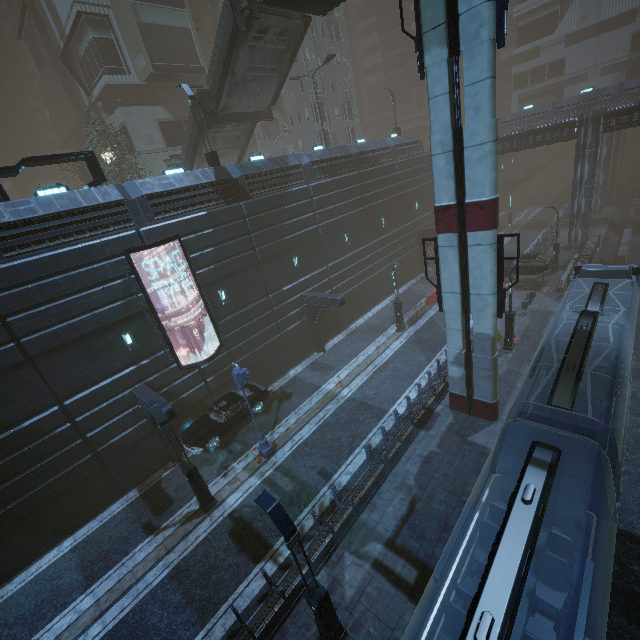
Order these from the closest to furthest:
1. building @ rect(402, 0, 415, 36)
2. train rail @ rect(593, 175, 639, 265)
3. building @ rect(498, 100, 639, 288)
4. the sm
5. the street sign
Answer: the sm → the street sign → building @ rect(498, 100, 639, 288) → train rail @ rect(593, 175, 639, 265) → building @ rect(402, 0, 415, 36)

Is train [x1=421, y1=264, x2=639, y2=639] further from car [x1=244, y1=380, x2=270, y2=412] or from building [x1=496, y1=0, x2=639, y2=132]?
car [x1=244, y1=380, x2=270, y2=412]

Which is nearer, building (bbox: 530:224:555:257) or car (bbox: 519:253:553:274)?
car (bbox: 519:253:553:274)

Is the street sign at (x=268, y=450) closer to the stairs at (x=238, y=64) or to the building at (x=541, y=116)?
the building at (x=541, y=116)

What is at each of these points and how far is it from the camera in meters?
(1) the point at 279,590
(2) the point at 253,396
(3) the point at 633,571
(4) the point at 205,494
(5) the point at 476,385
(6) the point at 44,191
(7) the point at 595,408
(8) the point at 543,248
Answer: (1) building, 9.7
(2) car, 18.7
(3) train rail, 10.1
(4) street light, 14.1
(5) sm, 14.9
(6) building, 14.2
(7) train, 9.8
(8) building, 32.0

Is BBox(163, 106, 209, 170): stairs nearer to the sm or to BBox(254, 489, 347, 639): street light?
Answer: the sm

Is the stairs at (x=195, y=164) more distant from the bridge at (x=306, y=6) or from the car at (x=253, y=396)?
the car at (x=253, y=396)

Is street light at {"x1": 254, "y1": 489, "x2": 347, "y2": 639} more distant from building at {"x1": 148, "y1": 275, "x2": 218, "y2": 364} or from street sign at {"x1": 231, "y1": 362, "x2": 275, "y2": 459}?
street sign at {"x1": 231, "y1": 362, "x2": 275, "y2": 459}
